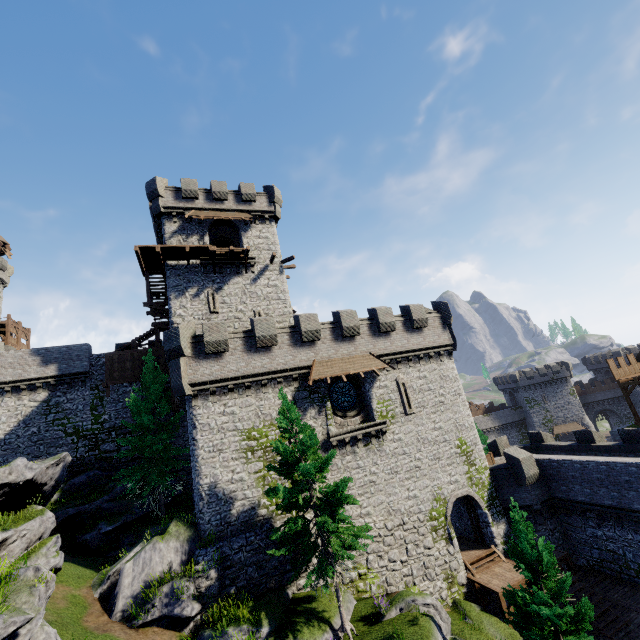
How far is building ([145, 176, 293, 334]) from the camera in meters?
25.7

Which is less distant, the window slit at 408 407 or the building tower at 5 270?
the window slit at 408 407

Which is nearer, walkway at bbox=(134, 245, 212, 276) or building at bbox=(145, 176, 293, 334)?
walkway at bbox=(134, 245, 212, 276)

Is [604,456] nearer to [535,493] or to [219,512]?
[535,493]

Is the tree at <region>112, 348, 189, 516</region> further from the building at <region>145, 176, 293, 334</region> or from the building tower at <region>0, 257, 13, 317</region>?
the building tower at <region>0, 257, 13, 317</region>

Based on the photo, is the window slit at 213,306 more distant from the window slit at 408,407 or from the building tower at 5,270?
the building tower at 5,270

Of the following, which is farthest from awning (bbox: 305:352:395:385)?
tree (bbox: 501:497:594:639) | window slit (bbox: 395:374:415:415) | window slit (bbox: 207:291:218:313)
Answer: window slit (bbox: 207:291:218:313)

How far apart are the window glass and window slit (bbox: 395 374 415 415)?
2.82m
